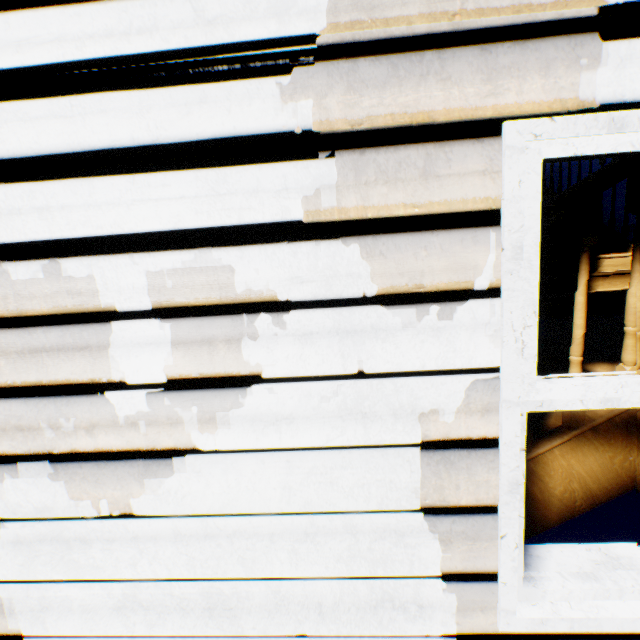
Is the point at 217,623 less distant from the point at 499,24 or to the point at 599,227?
the point at 499,24
